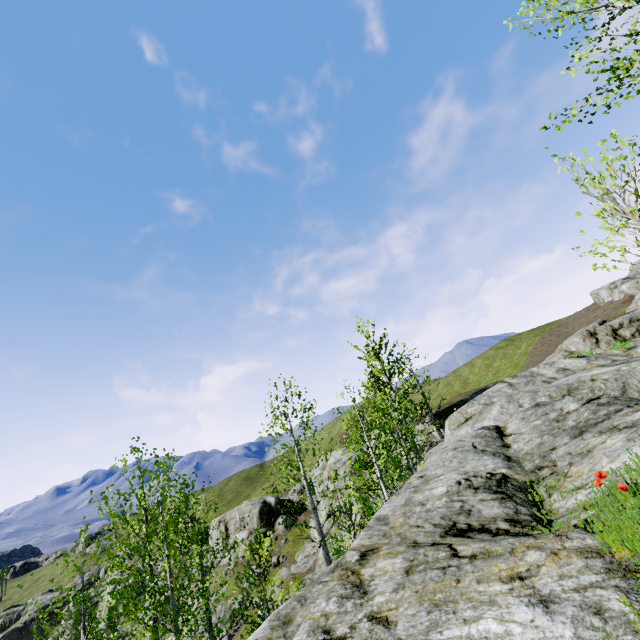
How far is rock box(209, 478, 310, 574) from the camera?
46.1m

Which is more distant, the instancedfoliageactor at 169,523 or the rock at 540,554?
the instancedfoliageactor at 169,523

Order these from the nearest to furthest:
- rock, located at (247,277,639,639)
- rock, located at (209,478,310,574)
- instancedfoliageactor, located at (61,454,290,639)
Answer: rock, located at (247,277,639,639), instancedfoliageactor, located at (61,454,290,639), rock, located at (209,478,310,574)

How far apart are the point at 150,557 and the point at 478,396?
11.0m

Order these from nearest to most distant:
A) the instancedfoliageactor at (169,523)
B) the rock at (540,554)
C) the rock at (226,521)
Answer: the rock at (540,554) < the instancedfoliageactor at (169,523) < the rock at (226,521)

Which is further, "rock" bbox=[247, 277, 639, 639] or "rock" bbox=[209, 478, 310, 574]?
"rock" bbox=[209, 478, 310, 574]

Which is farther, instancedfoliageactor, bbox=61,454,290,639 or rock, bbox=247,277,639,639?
instancedfoliageactor, bbox=61,454,290,639
